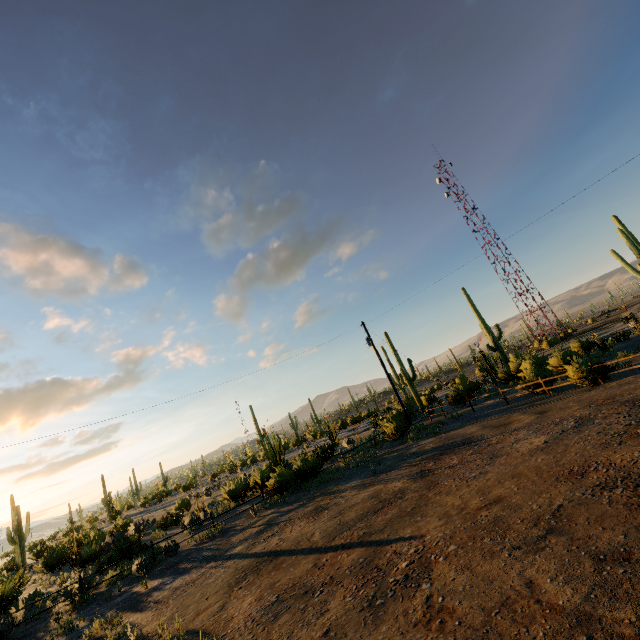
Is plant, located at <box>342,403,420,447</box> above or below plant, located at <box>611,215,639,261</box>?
below

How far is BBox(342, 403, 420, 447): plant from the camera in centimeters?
2095cm

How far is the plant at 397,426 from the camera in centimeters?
2095cm

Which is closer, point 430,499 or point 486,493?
point 486,493

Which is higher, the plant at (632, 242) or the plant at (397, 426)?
the plant at (632, 242)

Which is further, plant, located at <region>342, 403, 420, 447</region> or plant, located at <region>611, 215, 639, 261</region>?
plant, located at <region>611, 215, 639, 261</region>
